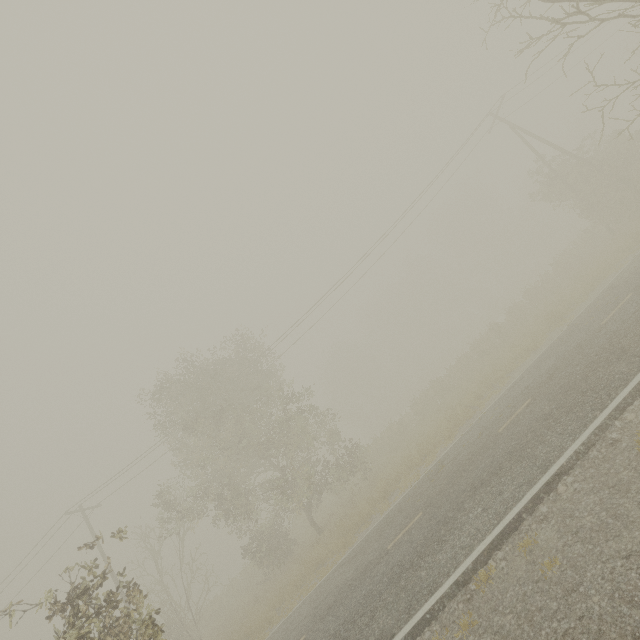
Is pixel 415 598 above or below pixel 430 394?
below
